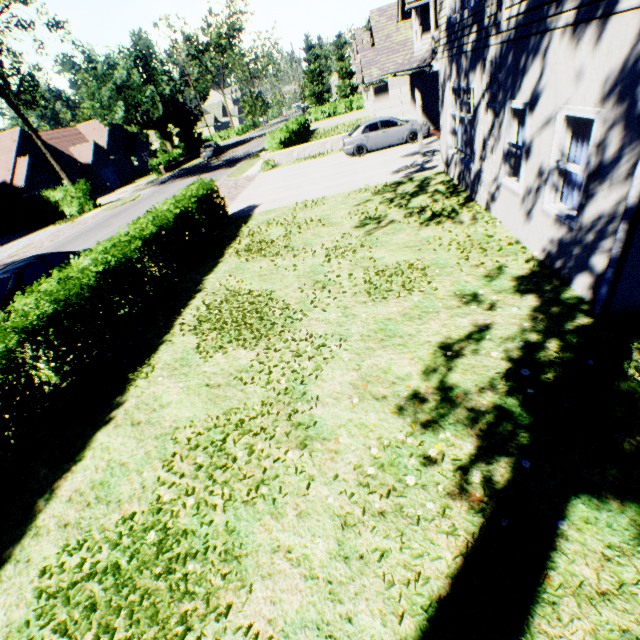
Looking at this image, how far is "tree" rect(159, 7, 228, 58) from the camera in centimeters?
5534cm

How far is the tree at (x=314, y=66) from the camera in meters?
57.6

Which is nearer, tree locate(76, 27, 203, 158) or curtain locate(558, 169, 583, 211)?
curtain locate(558, 169, 583, 211)

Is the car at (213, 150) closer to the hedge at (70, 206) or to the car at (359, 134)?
the hedge at (70, 206)

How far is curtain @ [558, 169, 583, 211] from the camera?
5.2 meters

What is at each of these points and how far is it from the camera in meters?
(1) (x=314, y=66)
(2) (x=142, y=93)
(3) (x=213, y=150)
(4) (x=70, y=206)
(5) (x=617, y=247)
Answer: (1) tree, 59.7
(2) tree, 38.2
(3) car, 41.6
(4) hedge, 27.3
(5) drain pipe, 4.1

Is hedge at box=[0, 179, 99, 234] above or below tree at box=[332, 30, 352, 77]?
below

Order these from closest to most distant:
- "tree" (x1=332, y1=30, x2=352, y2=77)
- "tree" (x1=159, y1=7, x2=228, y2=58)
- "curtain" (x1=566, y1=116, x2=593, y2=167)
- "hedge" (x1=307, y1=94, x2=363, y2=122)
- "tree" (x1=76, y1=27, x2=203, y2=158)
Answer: "curtain" (x1=566, y1=116, x2=593, y2=167) < "tree" (x1=76, y1=27, x2=203, y2=158) < "hedge" (x1=307, y1=94, x2=363, y2=122) < "tree" (x1=159, y1=7, x2=228, y2=58) < "tree" (x1=332, y1=30, x2=352, y2=77)
